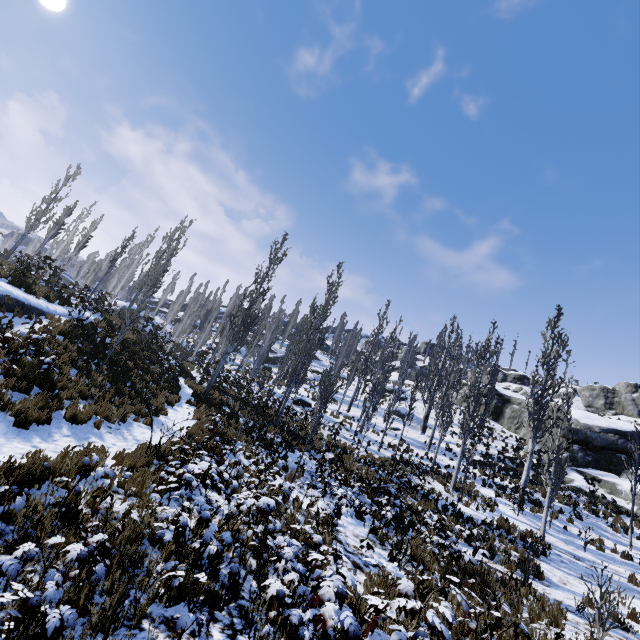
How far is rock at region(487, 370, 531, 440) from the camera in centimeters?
3516cm

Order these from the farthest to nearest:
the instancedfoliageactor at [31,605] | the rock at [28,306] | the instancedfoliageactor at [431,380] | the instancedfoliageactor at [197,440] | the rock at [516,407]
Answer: the rock at [516,407]
the instancedfoliageactor at [431,380]
the rock at [28,306]
the instancedfoliageactor at [197,440]
the instancedfoliageactor at [31,605]

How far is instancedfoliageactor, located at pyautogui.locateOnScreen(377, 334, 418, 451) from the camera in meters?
22.9

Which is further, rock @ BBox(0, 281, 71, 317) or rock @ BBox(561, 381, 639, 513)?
rock @ BBox(561, 381, 639, 513)

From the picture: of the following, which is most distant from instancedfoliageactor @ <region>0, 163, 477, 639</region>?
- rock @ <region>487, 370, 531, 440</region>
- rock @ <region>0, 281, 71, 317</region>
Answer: rock @ <region>0, 281, 71, 317</region>

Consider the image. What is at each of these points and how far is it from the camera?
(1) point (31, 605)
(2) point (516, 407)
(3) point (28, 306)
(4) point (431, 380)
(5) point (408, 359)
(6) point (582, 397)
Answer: (1) instancedfoliageactor, 3.0m
(2) rock, 36.4m
(3) rock, 13.4m
(4) instancedfoliageactor, 31.3m
(5) instancedfoliageactor, 39.5m
(6) rock, 48.9m

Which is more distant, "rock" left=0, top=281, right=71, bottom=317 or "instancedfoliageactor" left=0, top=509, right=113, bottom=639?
"rock" left=0, top=281, right=71, bottom=317

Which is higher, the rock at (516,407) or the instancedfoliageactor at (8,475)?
the rock at (516,407)
